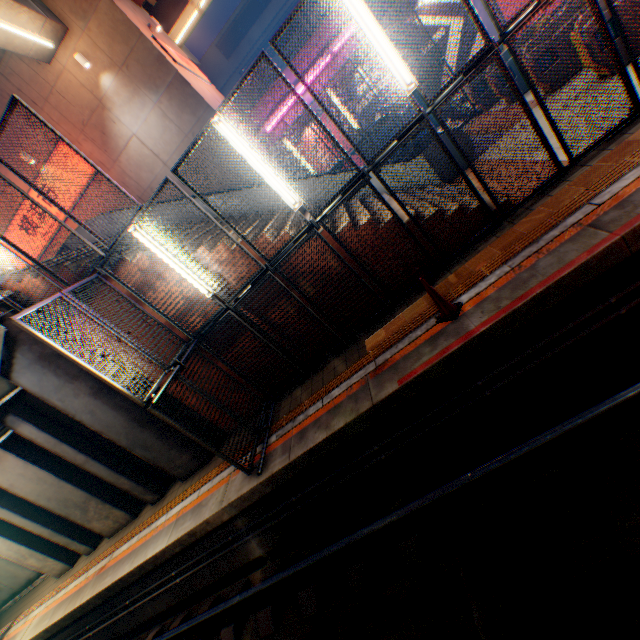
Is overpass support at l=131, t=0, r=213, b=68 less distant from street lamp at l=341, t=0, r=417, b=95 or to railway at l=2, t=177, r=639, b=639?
railway at l=2, t=177, r=639, b=639

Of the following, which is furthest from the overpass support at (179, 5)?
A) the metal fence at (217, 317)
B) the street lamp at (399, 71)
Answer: the street lamp at (399, 71)

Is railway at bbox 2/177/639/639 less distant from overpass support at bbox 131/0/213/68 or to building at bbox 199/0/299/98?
overpass support at bbox 131/0/213/68

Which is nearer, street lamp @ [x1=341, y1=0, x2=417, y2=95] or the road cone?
street lamp @ [x1=341, y1=0, x2=417, y2=95]

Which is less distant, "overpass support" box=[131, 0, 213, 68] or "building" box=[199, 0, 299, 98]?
"overpass support" box=[131, 0, 213, 68]

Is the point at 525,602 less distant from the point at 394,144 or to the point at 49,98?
the point at 394,144

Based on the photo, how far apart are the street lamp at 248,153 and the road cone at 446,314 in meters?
2.5

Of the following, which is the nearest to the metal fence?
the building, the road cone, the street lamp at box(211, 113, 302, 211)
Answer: the street lamp at box(211, 113, 302, 211)
